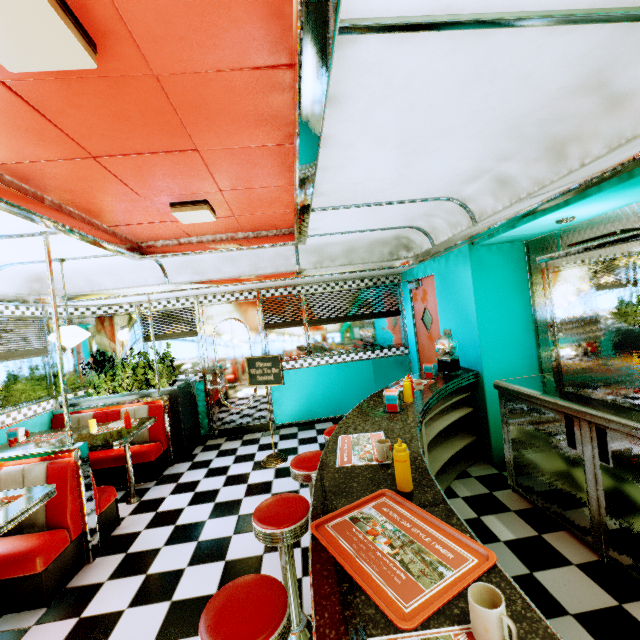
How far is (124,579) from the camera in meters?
2.7 m

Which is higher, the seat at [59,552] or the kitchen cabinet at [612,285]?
the kitchen cabinet at [612,285]

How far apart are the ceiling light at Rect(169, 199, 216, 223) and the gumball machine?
2.9 meters

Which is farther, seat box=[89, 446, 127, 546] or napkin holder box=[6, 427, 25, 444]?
napkin holder box=[6, 427, 25, 444]

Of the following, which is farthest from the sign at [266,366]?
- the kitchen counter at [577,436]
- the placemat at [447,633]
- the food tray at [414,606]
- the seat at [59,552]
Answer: the placemat at [447,633]

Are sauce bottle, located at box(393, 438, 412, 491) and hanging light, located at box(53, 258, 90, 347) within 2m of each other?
no

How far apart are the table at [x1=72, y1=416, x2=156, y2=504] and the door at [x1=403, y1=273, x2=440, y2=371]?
4.3 meters

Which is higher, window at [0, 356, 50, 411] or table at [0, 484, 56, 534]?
window at [0, 356, 50, 411]
